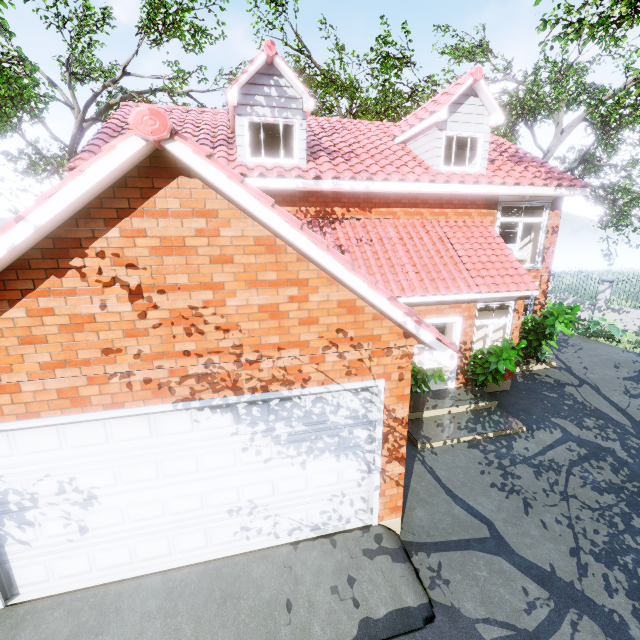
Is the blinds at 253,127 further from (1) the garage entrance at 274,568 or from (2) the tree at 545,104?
(1) the garage entrance at 274,568

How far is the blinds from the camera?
8.9 meters

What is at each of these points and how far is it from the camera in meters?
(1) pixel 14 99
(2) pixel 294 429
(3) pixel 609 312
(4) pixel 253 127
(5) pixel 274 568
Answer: (1) tree, 11.8
(2) garage door, 4.6
(3) fence, 16.8
(4) blinds, 8.9
(5) garage entrance, 4.6

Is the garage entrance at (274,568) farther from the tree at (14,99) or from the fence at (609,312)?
the tree at (14,99)

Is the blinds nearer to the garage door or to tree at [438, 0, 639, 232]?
tree at [438, 0, 639, 232]

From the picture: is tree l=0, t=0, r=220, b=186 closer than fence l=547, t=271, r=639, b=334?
Yes

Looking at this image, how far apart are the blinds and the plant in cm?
651

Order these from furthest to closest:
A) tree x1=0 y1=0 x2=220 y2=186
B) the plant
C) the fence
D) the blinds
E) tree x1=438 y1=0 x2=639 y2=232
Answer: the fence → tree x1=0 y1=0 x2=220 y2=186 → the blinds → tree x1=438 y1=0 x2=639 y2=232 → the plant
